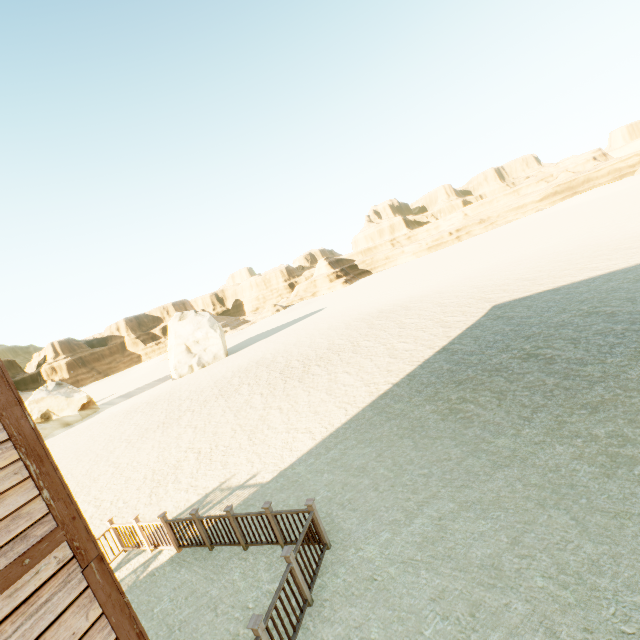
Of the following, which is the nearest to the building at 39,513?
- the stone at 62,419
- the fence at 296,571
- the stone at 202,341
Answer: the fence at 296,571

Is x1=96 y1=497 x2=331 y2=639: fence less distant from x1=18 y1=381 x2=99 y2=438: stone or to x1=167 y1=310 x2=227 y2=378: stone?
x1=167 y1=310 x2=227 y2=378: stone

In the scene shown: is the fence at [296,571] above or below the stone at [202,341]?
below

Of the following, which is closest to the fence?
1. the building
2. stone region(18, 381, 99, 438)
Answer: the building

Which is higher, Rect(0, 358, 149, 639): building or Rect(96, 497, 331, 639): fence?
Rect(0, 358, 149, 639): building

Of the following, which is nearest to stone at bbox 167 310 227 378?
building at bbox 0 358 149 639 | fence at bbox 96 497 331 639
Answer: fence at bbox 96 497 331 639

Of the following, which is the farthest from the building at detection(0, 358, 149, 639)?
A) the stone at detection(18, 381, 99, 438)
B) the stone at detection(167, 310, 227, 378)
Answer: the stone at detection(18, 381, 99, 438)

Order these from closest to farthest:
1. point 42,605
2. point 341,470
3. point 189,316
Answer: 1. point 42,605
2. point 341,470
3. point 189,316
